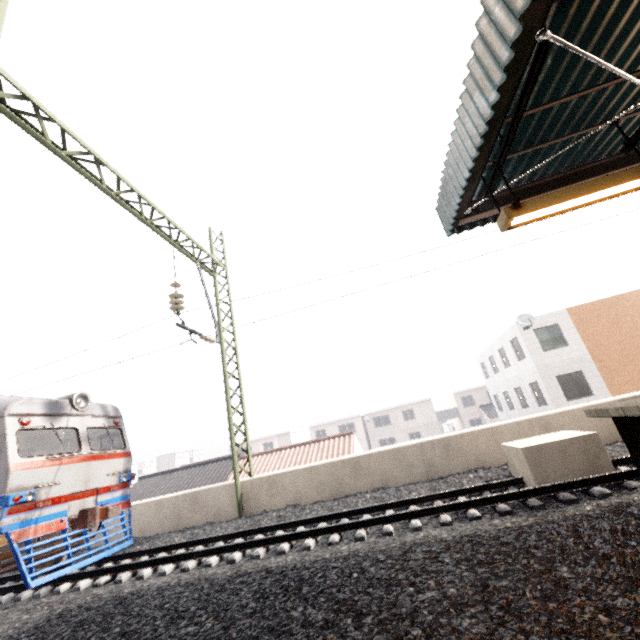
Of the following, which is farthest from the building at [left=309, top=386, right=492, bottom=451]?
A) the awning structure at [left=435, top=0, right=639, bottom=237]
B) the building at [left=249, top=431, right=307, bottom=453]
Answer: the awning structure at [left=435, top=0, right=639, bottom=237]

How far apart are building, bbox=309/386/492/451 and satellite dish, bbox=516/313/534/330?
25.9m

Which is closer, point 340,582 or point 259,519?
point 340,582

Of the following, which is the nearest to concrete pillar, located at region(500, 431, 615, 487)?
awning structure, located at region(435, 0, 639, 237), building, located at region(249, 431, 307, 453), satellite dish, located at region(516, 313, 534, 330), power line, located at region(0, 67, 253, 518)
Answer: awning structure, located at region(435, 0, 639, 237)

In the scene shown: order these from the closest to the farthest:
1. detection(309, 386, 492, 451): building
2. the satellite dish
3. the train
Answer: the train < the satellite dish < detection(309, 386, 492, 451): building

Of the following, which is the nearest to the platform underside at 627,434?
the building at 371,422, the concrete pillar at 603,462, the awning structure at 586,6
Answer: the awning structure at 586,6

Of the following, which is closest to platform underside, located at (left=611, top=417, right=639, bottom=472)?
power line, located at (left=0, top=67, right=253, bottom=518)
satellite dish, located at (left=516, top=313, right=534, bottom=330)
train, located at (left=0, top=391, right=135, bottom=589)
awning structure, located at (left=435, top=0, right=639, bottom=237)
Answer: awning structure, located at (left=435, top=0, right=639, bottom=237)

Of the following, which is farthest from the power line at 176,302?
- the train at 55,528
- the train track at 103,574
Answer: the train at 55,528
